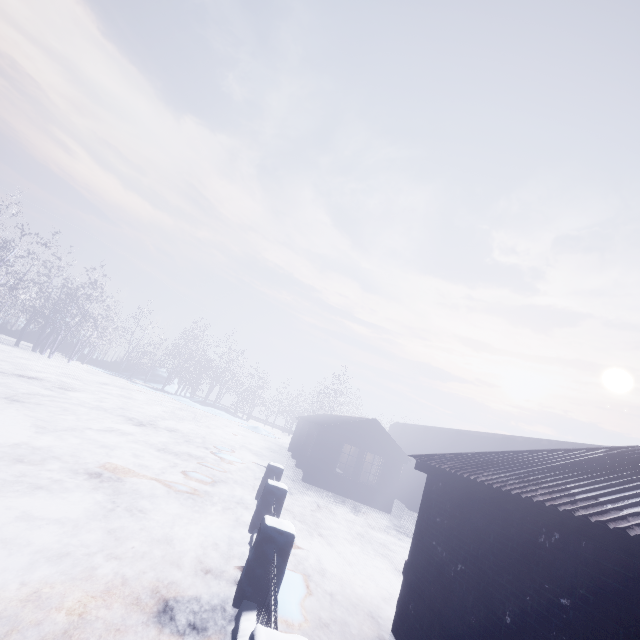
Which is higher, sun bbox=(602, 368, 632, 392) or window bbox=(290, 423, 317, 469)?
sun bbox=(602, 368, 632, 392)

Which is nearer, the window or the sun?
the window

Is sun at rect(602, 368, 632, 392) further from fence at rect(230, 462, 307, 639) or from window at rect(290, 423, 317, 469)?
A: fence at rect(230, 462, 307, 639)

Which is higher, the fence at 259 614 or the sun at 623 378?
the sun at 623 378

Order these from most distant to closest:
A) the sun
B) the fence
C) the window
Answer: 1. the sun
2. the window
3. the fence

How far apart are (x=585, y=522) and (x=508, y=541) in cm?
114

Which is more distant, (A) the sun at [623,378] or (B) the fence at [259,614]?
(A) the sun at [623,378]
